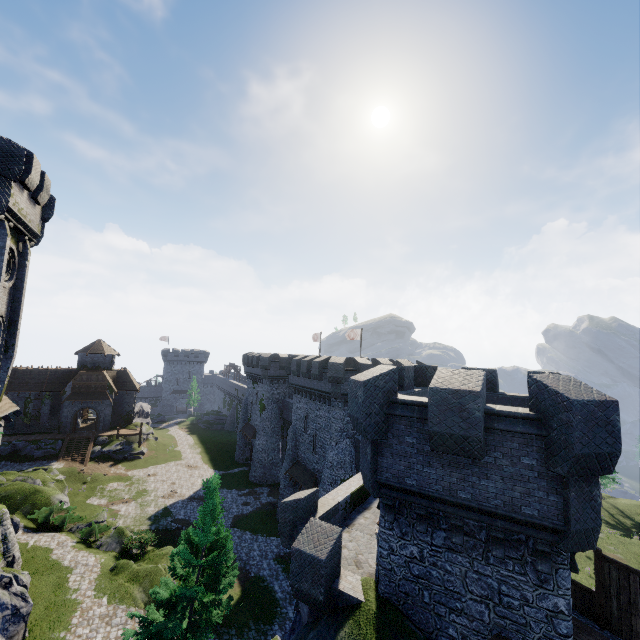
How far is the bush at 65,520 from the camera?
26.9m

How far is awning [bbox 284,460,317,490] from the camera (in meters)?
29.56

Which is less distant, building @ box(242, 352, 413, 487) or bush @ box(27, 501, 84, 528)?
bush @ box(27, 501, 84, 528)

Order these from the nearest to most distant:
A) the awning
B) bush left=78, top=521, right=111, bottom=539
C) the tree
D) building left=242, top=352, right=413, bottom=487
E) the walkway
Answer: the walkway
the tree
bush left=78, top=521, right=111, bottom=539
building left=242, top=352, right=413, bottom=487
the awning

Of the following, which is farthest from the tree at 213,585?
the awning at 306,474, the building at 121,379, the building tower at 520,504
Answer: the awning at 306,474

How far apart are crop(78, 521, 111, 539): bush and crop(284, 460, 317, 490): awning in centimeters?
1544cm

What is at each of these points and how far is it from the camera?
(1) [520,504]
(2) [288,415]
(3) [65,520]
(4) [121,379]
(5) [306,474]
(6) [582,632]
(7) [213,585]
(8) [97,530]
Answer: (1) building tower, 8.08m
(2) building, 44.28m
(3) bush, 27.17m
(4) building, 53.97m
(5) awning, 31.02m
(6) walkway, 8.57m
(7) tree, 14.49m
(8) bush, 25.83m

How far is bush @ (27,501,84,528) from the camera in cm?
2692
